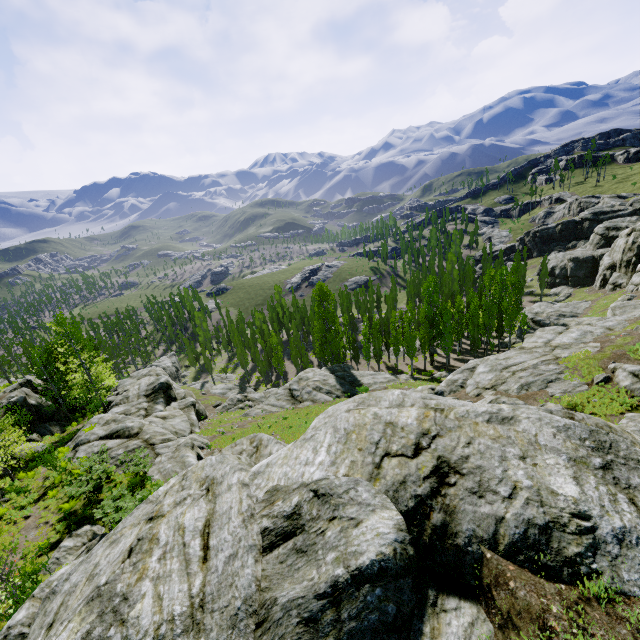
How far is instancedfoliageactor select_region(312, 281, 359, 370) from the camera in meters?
47.4 m

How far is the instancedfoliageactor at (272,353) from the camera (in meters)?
53.50

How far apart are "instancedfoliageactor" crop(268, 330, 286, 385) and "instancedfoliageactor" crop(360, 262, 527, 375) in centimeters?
2667cm

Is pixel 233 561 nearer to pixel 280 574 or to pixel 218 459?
pixel 280 574

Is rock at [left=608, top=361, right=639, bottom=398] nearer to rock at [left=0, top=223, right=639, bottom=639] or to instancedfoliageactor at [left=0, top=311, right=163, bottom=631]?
rock at [left=0, top=223, right=639, bottom=639]

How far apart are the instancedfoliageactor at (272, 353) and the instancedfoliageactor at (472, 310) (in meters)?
26.67

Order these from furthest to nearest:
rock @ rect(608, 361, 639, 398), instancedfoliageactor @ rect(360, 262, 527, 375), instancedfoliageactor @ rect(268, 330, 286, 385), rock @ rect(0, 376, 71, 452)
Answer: instancedfoliageactor @ rect(268, 330, 286, 385) → instancedfoliageactor @ rect(360, 262, 527, 375) → rock @ rect(0, 376, 71, 452) → rock @ rect(608, 361, 639, 398)

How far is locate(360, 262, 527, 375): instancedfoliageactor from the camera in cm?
3972
